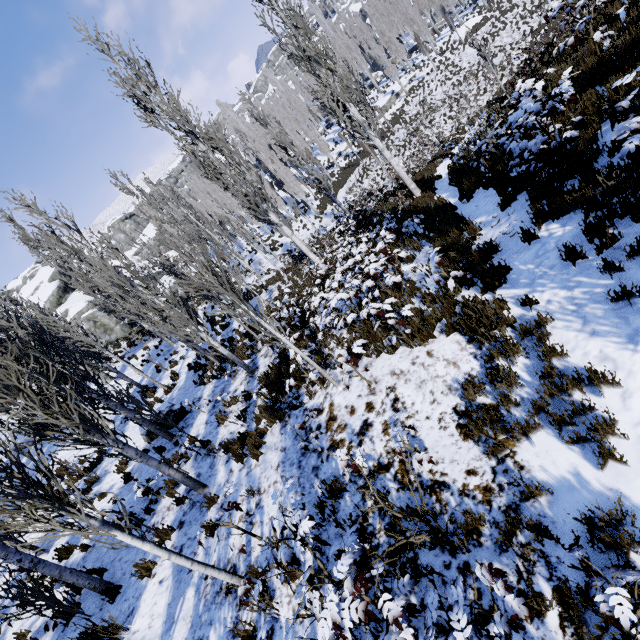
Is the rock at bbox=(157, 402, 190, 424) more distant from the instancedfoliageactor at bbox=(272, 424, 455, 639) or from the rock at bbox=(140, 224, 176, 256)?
the rock at bbox=(140, 224, 176, 256)

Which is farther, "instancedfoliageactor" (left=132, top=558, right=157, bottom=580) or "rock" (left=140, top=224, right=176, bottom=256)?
"rock" (left=140, top=224, right=176, bottom=256)

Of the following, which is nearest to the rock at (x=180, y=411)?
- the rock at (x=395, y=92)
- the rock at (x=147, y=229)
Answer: the rock at (x=147, y=229)

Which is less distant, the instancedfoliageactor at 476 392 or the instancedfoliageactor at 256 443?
the instancedfoliageactor at 476 392

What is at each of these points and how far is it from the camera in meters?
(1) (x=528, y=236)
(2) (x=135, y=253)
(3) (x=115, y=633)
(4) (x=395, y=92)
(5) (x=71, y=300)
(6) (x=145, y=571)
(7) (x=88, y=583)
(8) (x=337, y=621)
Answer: (1) instancedfoliageactor, 5.4
(2) rock, 56.7
(3) instancedfoliageactor, 5.2
(4) rock, 41.2
(5) rock, 36.1
(6) instancedfoliageactor, 6.0
(7) instancedfoliageactor, 6.1
(8) instancedfoliageactor, 2.5

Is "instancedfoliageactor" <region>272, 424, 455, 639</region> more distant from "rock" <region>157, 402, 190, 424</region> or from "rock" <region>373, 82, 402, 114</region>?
"rock" <region>157, 402, 190, 424</region>

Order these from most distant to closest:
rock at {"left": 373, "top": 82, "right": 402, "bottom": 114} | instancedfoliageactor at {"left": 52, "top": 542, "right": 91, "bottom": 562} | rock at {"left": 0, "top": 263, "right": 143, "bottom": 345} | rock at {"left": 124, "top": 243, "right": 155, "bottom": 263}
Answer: rock at {"left": 124, "top": 243, "right": 155, "bottom": 263}
rock at {"left": 373, "top": 82, "right": 402, "bottom": 114}
rock at {"left": 0, "top": 263, "right": 143, "bottom": 345}
instancedfoliageactor at {"left": 52, "top": 542, "right": 91, "bottom": 562}
